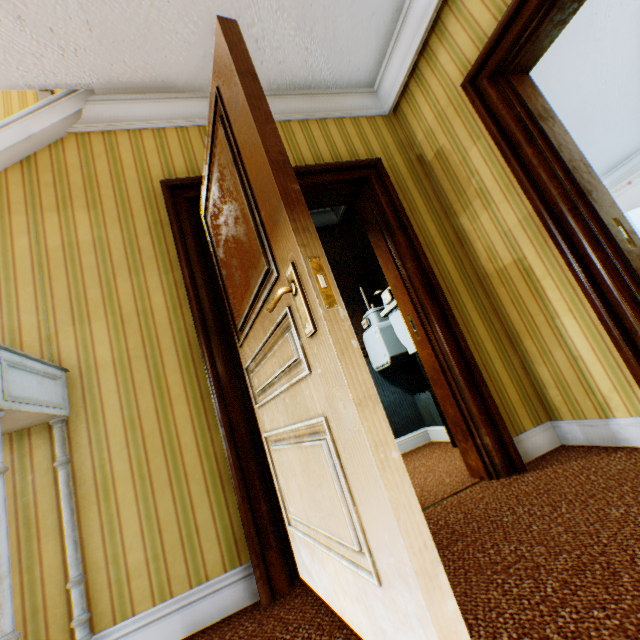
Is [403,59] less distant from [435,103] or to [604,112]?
[435,103]

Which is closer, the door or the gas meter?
the gas meter

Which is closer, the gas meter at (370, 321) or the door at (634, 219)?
the gas meter at (370, 321)

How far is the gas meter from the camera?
2.94m

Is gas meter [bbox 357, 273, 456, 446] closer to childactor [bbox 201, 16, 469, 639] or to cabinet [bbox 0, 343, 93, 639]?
childactor [bbox 201, 16, 469, 639]

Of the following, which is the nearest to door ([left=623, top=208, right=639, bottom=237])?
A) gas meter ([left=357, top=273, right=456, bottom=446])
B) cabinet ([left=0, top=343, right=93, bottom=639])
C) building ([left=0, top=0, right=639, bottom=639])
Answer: building ([left=0, top=0, right=639, bottom=639])

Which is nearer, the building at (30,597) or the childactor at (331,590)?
the childactor at (331,590)

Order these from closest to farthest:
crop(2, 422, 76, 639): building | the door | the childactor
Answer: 1. the childactor
2. crop(2, 422, 76, 639): building
3. the door
